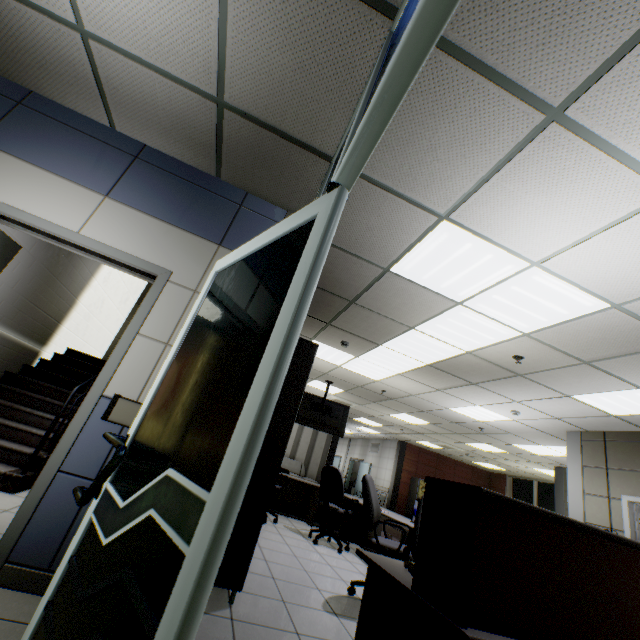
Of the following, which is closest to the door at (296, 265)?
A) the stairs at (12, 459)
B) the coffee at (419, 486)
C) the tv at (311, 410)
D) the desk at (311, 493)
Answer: the desk at (311, 493)

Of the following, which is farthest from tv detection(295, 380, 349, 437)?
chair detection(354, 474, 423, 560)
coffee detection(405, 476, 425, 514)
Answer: coffee detection(405, 476, 425, 514)

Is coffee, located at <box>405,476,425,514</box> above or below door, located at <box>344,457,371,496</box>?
below

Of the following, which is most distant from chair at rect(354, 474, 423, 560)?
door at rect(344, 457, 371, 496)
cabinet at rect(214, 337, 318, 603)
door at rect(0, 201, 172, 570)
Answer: door at rect(344, 457, 371, 496)

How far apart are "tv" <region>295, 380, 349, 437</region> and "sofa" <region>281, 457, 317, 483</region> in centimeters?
468cm

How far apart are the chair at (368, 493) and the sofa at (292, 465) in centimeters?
889cm

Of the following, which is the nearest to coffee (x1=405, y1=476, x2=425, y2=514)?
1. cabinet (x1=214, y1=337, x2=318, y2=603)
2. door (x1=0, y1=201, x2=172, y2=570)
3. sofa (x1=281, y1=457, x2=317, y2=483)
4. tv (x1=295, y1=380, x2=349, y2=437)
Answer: sofa (x1=281, y1=457, x2=317, y2=483)

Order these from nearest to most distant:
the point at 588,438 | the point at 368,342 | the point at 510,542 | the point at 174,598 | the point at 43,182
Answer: the point at 174,598 → the point at 510,542 → the point at 43,182 → the point at 368,342 → the point at 588,438
